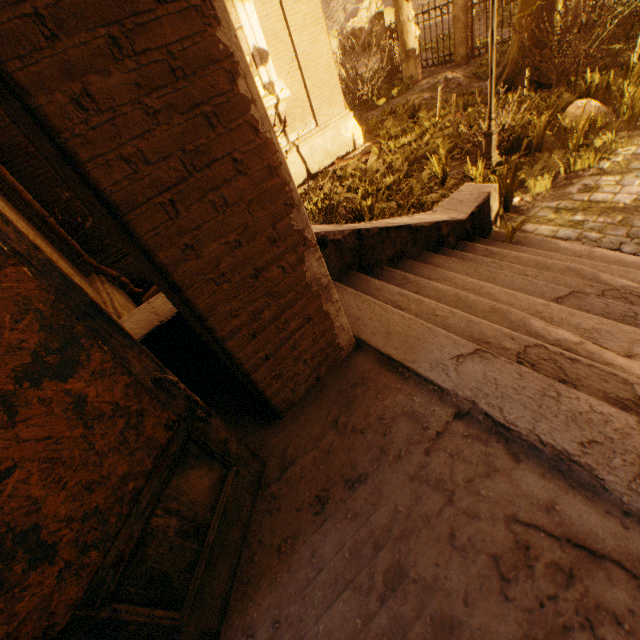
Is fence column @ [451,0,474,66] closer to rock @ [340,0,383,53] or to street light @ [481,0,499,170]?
street light @ [481,0,499,170]

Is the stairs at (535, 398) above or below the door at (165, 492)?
below

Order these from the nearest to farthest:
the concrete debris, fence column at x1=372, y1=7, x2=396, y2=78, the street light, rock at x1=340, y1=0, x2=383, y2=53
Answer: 1. the concrete debris
2. the street light
3. fence column at x1=372, y1=7, x2=396, y2=78
4. rock at x1=340, y1=0, x2=383, y2=53

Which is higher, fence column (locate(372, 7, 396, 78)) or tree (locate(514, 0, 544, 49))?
fence column (locate(372, 7, 396, 78))

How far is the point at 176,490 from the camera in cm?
128

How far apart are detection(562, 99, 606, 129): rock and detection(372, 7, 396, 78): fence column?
12.5 meters

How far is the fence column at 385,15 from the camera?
14.69m

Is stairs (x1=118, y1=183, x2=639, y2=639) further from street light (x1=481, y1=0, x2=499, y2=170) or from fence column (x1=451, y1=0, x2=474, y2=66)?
fence column (x1=451, y1=0, x2=474, y2=66)
